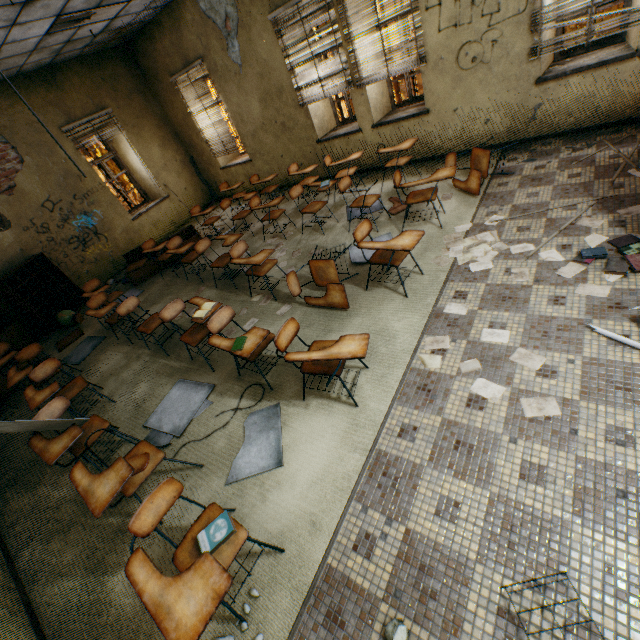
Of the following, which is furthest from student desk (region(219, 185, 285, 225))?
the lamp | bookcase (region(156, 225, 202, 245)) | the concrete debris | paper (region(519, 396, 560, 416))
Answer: the concrete debris

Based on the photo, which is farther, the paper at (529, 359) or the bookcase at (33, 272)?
the bookcase at (33, 272)

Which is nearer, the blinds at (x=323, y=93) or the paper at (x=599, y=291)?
the paper at (x=599, y=291)

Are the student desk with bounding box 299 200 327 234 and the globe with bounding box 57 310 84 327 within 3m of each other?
no

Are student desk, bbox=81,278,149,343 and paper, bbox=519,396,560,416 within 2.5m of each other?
no

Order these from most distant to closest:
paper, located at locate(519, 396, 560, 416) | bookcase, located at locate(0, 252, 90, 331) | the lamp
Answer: bookcase, located at locate(0, 252, 90, 331) < the lamp < paper, located at locate(519, 396, 560, 416)

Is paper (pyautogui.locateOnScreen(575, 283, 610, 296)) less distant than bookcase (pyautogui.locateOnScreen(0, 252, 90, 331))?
Yes

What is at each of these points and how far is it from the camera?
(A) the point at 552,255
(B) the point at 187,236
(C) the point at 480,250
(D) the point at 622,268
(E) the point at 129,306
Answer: (A) paper, 3.2 meters
(B) bookcase, 7.4 meters
(C) paper, 3.7 meters
(D) book, 2.8 meters
(E) student desk, 4.5 meters
